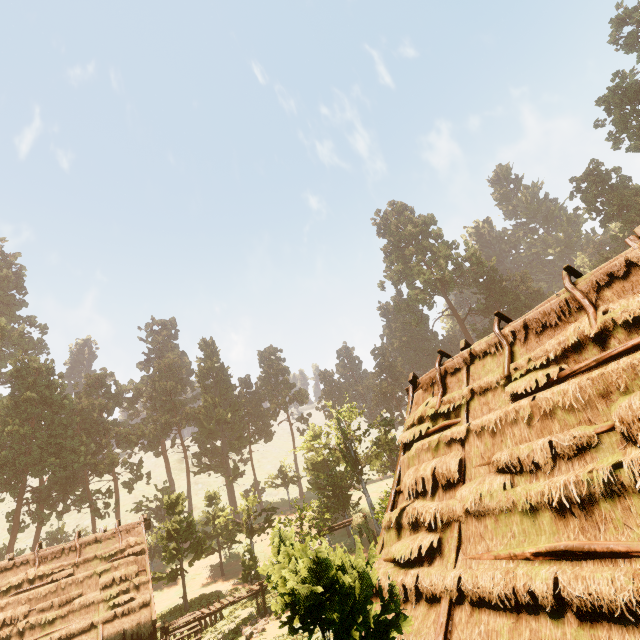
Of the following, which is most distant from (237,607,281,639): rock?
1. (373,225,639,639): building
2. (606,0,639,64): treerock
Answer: (606,0,639,64): treerock

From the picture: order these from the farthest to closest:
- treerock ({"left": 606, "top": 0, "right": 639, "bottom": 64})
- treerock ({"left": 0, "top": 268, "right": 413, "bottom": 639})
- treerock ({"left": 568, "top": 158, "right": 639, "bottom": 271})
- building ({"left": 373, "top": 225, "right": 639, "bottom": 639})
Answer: treerock ({"left": 606, "top": 0, "right": 639, "bottom": 64})
treerock ({"left": 568, "top": 158, "right": 639, "bottom": 271})
building ({"left": 373, "top": 225, "right": 639, "bottom": 639})
treerock ({"left": 0, "top": 268, "right": 413, "bottom": 639})

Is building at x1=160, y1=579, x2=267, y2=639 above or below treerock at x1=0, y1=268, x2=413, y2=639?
below

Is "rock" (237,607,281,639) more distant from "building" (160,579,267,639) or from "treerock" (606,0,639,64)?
"treerock" (606,0,639,64)

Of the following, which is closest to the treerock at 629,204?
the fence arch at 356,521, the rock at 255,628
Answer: the fence arch at 356,521

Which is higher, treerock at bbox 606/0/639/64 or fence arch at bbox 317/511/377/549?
treerock at bbox 606/0/639/64

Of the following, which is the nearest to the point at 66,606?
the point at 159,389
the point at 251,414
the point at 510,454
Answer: the point at 510,454

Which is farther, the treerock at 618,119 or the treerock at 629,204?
the treerock at 629,204
